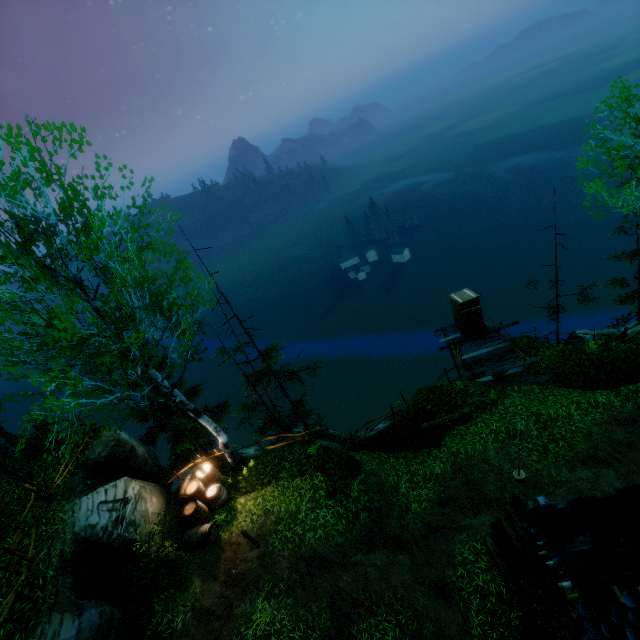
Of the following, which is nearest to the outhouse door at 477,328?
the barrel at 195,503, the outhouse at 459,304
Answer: the outhouse at 459,304

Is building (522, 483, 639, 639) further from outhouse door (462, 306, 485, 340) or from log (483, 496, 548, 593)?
outhouse door (462, 306, 485, 340)

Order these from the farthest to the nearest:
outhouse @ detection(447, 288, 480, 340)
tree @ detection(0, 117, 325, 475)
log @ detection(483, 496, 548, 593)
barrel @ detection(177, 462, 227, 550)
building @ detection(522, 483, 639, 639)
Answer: outhouse @ detection(447, 288, 480, 340) → barrel @ detection(177, 462, 227, 550) → log @ detection(483, 496, 548, 593) → tree @ detection(0, 117, 325, 475) → building @ detection(522, 483, 639, 639)

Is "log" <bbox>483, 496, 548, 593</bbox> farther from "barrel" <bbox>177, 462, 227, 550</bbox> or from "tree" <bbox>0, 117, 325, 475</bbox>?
"tree" <bbox>0, 117, 325, 475</bbox>

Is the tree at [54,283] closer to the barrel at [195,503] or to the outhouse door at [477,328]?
the outhouse door at [477,328]

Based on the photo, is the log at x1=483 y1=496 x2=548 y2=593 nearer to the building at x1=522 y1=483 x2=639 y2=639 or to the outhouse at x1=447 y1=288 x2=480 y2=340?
the building at x1=522 y1=483 x2=639 y2=639

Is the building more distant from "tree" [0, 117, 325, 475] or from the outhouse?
the outhouse

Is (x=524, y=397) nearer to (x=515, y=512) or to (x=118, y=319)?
(x=515, y=512)
